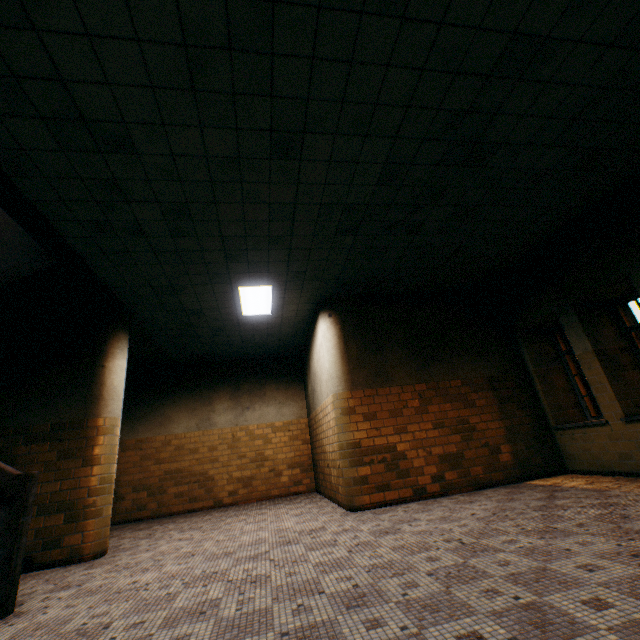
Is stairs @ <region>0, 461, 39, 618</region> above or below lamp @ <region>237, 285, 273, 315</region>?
below

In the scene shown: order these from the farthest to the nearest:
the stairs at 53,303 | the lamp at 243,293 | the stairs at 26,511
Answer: the lamp at 243,293, the stairs at 53,303, the stairs at 26,511

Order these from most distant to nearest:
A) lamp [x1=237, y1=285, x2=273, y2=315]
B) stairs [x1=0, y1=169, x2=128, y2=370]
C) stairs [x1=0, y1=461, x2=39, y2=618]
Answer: lamp [x1=237, y1=285, x2=273, y2=315] < stairs [x1=0, y1=169, x2=128, y2=370] < stairs [x1=0, y1=461, x2=39, y2=618]

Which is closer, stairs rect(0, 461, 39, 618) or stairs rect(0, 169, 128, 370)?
stairs rect(0, 461, 39, 618)

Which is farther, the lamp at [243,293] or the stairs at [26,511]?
the lamp at [243,293]

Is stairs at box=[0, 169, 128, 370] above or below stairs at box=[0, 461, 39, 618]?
above

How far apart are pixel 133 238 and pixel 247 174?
1.95m

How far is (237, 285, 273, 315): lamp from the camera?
6.1m
